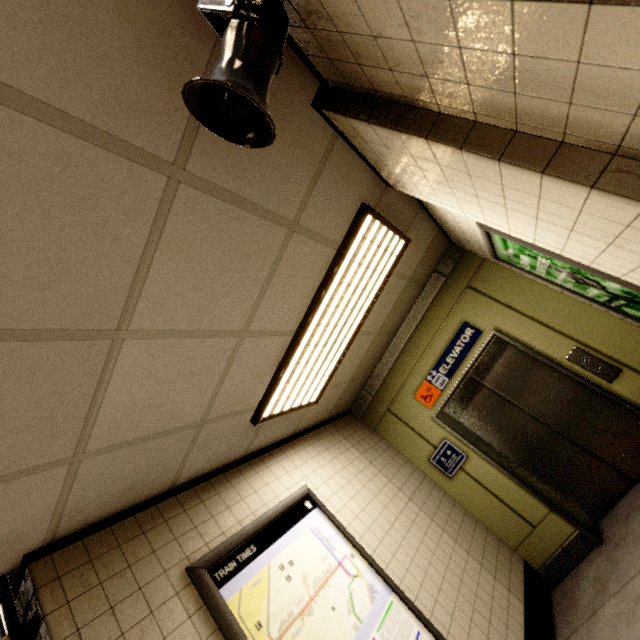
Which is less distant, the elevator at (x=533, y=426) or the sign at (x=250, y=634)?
the sign at (x=250, y=634)

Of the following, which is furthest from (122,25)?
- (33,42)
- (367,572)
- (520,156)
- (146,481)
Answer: (367,572)

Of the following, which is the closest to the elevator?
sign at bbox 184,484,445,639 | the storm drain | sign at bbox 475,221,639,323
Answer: sign at bbox 475,221,639,323

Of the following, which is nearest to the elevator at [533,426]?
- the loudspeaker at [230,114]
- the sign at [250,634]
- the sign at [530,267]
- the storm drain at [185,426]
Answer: the sign at [530,267]

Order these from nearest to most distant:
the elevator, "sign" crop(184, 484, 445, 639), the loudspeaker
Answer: the loudspeaker → "sign" crop(184, 484, 445, 639) → the elevator

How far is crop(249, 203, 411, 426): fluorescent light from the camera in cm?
241

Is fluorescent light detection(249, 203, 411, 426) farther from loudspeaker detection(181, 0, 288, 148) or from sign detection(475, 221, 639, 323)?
loudspeaker detection(181, 0, 288, 148)

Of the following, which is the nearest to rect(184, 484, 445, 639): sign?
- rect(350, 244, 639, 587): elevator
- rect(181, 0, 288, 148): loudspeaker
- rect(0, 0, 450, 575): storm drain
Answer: rect(0, 0, 450, 575): storm drain
